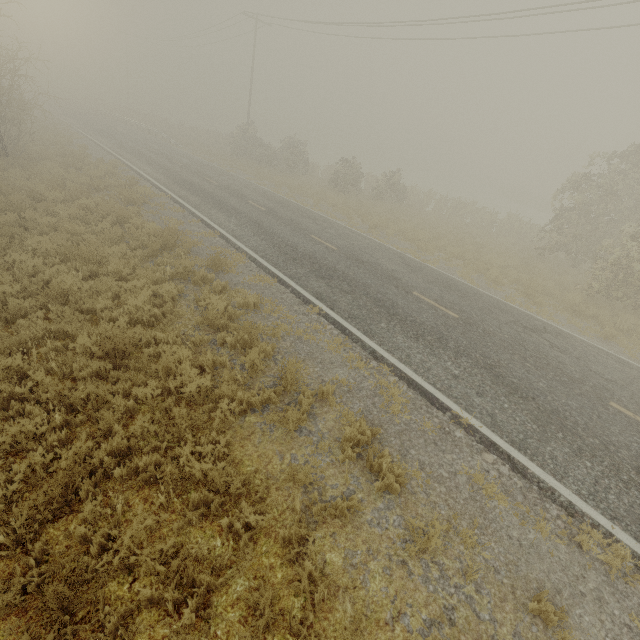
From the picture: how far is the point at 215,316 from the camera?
7.5m
